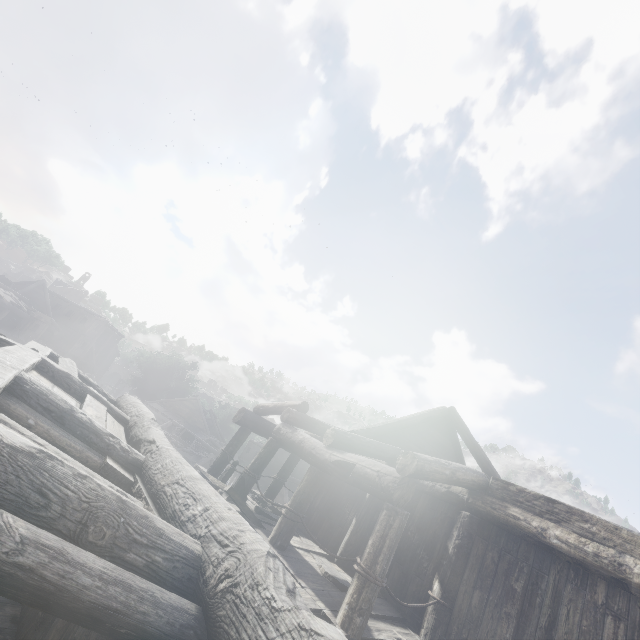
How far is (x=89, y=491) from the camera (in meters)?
1.96
